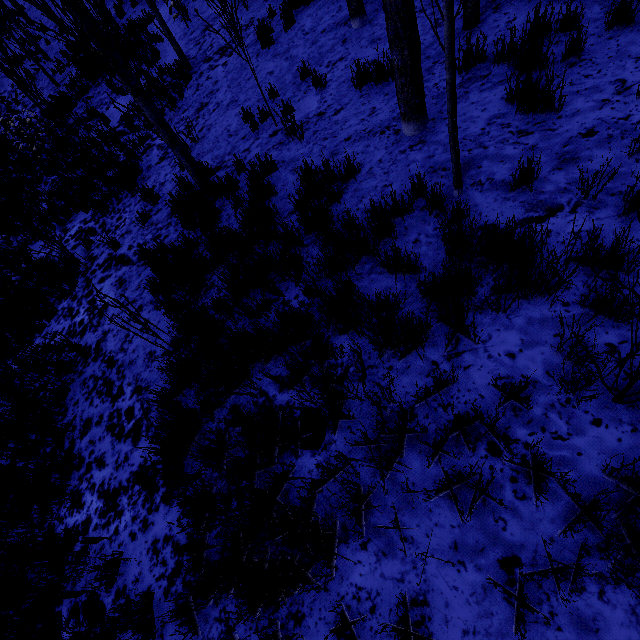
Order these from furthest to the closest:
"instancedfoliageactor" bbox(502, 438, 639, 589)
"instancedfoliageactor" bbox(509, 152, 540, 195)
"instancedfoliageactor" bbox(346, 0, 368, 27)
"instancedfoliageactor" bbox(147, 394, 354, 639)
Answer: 1. "instancedfoliageactor" bbox(346, 0, 368, 27)
2. "instancedfoliageactor" bbox(509, 152, 540, 195)
3. "instancedfoliageactor" bbox(147, 394, 354, 639)
4. "instancedfoliageactor" bbox(502, 438, 639, 589)

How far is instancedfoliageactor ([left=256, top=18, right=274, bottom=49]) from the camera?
7.9m

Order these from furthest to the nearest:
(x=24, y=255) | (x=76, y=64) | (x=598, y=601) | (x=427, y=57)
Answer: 1. (x=76, y=64)
2. (x=24, y=255)
3. (x=427, y=57)
4. (x=598, y=601)

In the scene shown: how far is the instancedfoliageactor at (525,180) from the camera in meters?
2.7 m

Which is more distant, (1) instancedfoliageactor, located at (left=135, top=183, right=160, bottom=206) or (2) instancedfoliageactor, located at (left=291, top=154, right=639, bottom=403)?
(1) instancedfoliageactor, located at (left=135, top=183, right=160, bottom=206)
